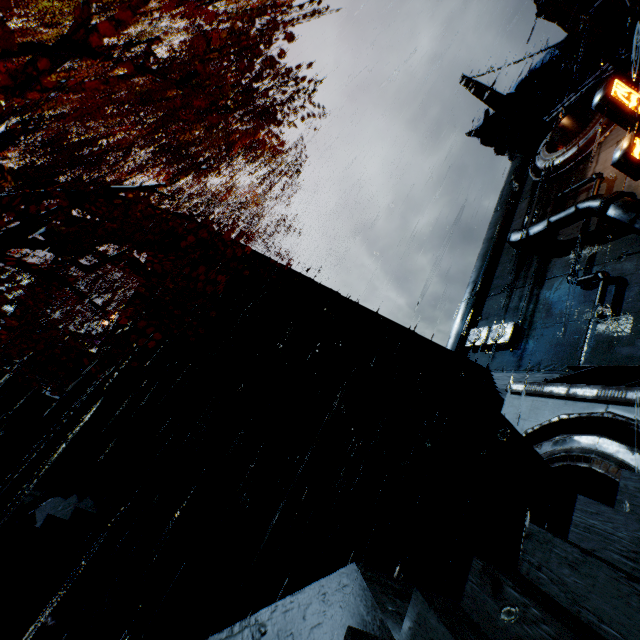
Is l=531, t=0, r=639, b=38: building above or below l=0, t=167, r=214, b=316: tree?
above

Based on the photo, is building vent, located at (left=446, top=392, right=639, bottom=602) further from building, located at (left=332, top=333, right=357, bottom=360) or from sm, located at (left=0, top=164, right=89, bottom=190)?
sm, located at (left=0, top=164, right=89, bottom=190)

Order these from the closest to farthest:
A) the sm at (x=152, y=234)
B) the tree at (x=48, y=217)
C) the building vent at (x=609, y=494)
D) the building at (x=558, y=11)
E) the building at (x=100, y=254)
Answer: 1. the tree at (x=48, y=217)
2. the building vent at (x=609, y=494)
3. the building at (x=100, y=254)
4. the sm at (x=152, y=234)
5. the building at (x=558, y=11)

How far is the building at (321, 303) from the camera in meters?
14.6

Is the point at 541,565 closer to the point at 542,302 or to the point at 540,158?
the point at 542,302

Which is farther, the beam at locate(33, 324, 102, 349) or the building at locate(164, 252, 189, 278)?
the beam at locate(33, 324, 102, 349)

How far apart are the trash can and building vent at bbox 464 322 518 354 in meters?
25.6

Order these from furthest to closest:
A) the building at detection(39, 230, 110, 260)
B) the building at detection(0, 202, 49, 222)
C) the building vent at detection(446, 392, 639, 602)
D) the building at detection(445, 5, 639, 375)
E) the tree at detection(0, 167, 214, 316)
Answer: the building at detection(445, 5, 639, 375) → the building at detection(39, 230, 110, 260) → the building at detection(0, 202, 49, 222) → the building vent at detection(446, 392, 639, 602) → the tree at detection(0, 167, 214, 316)
